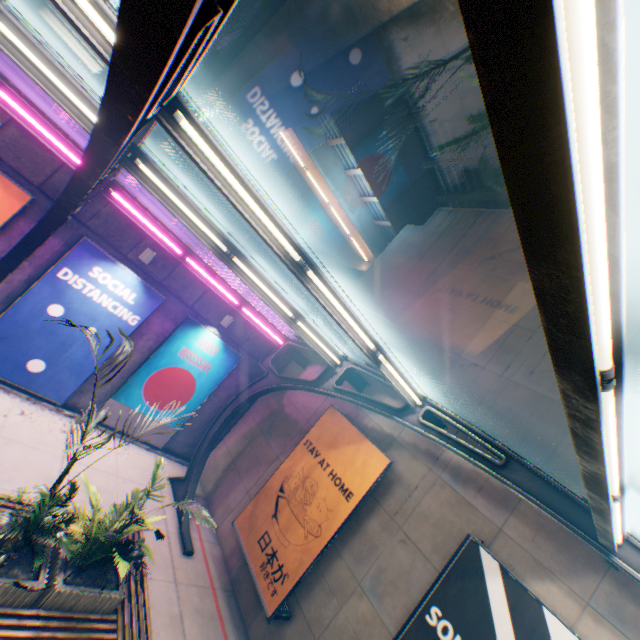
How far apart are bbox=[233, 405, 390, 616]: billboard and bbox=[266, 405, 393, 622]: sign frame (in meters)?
0.01

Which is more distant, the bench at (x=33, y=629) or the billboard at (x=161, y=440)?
the billboard at (x=161, y=440)

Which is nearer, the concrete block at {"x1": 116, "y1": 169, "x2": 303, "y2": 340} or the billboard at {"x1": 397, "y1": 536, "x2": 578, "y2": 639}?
the billboard at {"x1": 397, "y1": 536, "x2": 578, "y2": 639}

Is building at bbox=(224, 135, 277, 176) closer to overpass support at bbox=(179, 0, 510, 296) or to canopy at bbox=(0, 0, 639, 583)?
overpass support at bbox=(179, 0, 510, 296)

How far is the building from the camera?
28.78m

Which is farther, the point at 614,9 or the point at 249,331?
the point at 249,331

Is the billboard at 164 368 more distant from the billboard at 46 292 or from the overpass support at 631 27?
the overpass support at 631 27

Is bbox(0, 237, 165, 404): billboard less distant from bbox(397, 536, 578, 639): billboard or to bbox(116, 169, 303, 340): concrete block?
bbox(116, 169, 303, 340): concrete block
